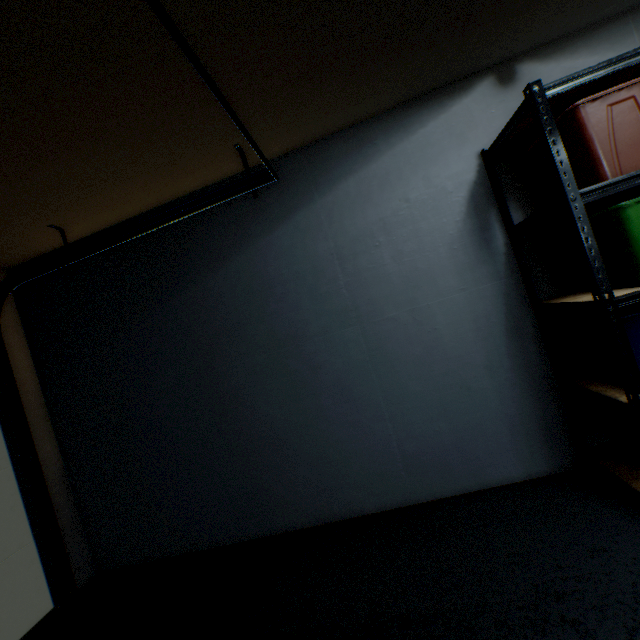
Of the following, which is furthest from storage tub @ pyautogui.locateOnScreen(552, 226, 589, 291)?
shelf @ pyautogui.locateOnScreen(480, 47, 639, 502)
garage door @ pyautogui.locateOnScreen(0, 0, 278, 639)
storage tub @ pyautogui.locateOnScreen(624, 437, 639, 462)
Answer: garage door @ pyautogui.locateOnScreen(0, 0, 278, 639)

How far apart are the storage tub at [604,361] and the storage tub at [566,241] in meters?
0.1

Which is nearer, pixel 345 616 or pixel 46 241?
pixel 345 616

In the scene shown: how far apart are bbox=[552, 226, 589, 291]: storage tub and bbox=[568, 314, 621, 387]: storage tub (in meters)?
0.13

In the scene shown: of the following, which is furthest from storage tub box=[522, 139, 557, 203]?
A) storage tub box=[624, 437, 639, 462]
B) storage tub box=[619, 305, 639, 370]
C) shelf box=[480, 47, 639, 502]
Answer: storage tub box=[624, 437, 639, 462]

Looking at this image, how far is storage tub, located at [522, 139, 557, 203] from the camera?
1.7m

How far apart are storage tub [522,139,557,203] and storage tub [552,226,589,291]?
0.13m

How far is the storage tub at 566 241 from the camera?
1.7m
